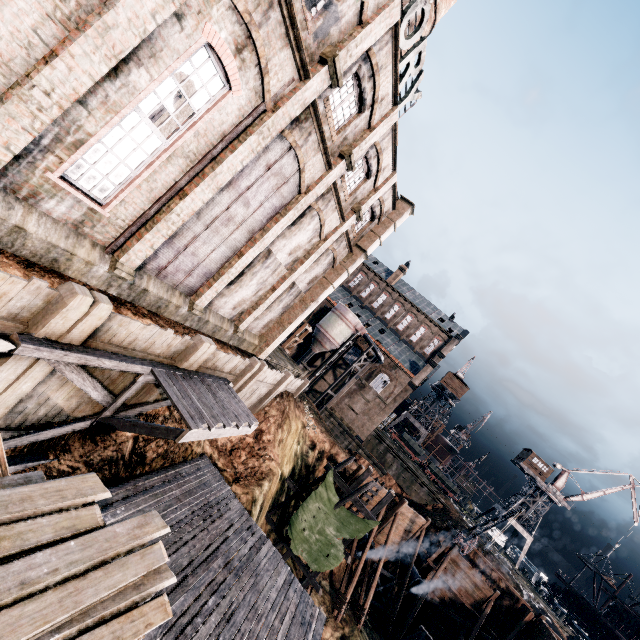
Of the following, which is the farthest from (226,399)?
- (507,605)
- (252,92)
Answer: (507,605)

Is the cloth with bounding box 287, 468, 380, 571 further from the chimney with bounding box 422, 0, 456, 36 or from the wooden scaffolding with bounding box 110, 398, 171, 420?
the chimney with bounding box 422, 0, 456, 36

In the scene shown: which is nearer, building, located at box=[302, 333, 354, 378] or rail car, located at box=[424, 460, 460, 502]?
building, located at box=[302, 333, 354, 378]

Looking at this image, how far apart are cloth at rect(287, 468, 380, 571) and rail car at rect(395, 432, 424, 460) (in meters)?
40.47

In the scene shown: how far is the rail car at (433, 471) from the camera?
55.41m

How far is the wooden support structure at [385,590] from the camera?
27.72m

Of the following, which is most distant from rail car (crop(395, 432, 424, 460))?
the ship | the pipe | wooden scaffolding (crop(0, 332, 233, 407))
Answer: wooden scaffolding (crop(0, 332, 233, 407))

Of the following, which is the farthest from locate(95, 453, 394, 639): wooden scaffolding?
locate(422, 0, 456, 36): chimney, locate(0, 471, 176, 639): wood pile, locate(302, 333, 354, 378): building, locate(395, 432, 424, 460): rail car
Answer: locate(395, 432, 424, 460): rail car
